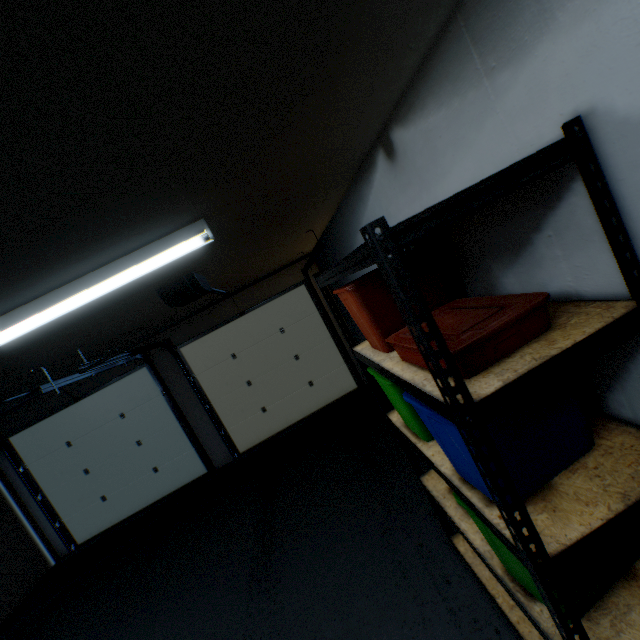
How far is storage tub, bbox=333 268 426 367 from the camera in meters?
1.2 m

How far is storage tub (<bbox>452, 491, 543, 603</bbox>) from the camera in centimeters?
112cm

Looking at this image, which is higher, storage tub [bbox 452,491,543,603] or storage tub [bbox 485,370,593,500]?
storage tub [bbox 485,370,593,500]

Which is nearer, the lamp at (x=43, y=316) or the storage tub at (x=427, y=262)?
the storage tub at (x=427, y=262)

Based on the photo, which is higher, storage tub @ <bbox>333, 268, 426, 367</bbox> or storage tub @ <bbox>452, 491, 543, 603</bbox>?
storage tub @ <bbox>333, 268, 426, 367</bbox>

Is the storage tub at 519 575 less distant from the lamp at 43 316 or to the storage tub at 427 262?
the storage tub at 427 262

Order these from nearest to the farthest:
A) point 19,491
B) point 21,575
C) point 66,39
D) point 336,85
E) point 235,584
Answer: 1. point 66,39
2. point 336,85
3. point 235,584
4. point 21,575
5. point 19,491

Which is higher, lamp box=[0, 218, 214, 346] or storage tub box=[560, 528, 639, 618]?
lamp box=[0, 218, 214, 346]
